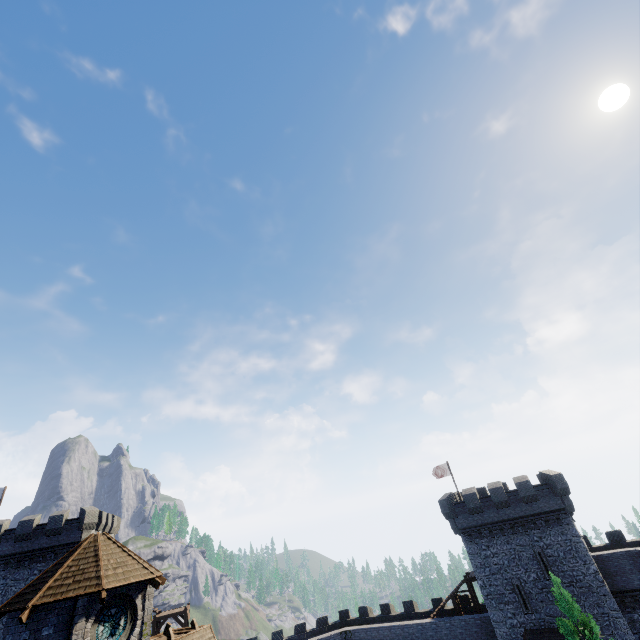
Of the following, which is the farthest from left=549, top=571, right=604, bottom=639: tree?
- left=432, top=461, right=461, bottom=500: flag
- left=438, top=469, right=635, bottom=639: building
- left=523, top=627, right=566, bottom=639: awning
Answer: Answer: left=432, top=461, right=461, bottom=500: flag

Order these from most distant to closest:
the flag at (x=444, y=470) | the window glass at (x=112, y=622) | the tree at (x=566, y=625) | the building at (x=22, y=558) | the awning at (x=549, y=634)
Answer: the flag at (x=444, y=470)
the awning at (x=549, y=634)
the tree at (x=566, y=625)
the window glass at (x=112, y=622)
the building at (x=22, y=558)

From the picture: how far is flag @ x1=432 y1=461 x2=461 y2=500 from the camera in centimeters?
3890cm

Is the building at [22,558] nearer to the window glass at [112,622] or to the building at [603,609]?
the window glass at [112,622]

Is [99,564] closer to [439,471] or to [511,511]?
[511,511]

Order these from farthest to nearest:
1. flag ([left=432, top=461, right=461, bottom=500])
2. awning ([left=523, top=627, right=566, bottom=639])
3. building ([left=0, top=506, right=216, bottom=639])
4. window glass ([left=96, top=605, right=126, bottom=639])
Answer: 1. flag ([left=432, top=461, right=461, bottom=500])
2. awning ([left=523, top=627, right=566, bottom=639])
3. window glass ([left=96, top=605, right=126, bottom=639])
4. building ([left=0, top=506, right=216, bottom=639])

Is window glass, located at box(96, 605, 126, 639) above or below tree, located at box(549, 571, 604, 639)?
above
